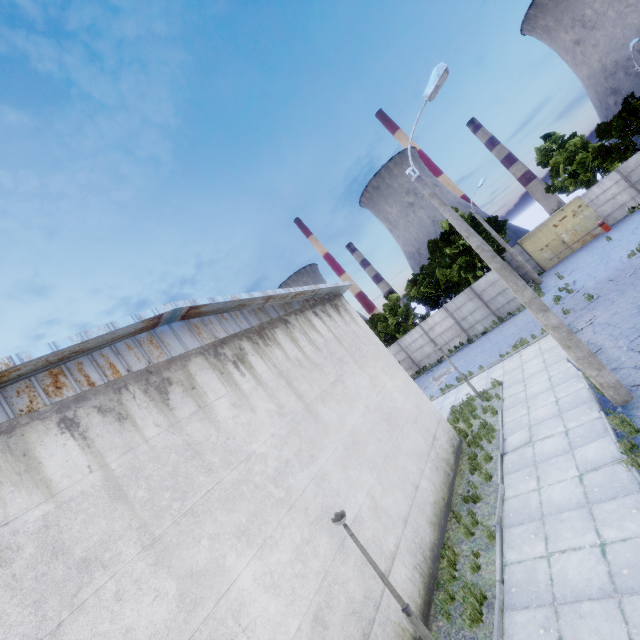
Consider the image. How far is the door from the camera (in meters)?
28.81

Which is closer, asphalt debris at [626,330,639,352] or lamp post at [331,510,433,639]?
lamp post at [331,510,433,639]

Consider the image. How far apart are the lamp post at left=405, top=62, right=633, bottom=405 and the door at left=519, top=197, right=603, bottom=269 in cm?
2678

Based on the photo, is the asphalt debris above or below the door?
below

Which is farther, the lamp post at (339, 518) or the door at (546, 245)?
the door at (546, 245)

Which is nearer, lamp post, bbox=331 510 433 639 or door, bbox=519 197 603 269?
lamp post, bbox=331 510 433 639

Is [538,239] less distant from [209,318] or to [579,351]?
[579,351]

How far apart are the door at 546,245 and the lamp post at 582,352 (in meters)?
26.78
